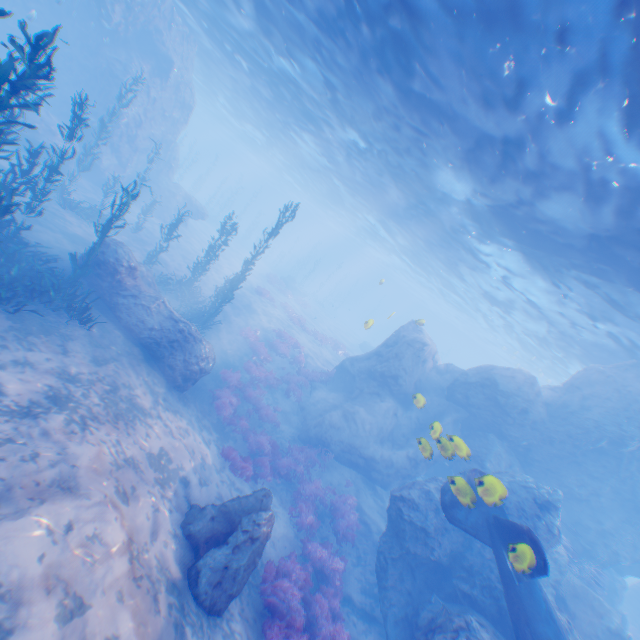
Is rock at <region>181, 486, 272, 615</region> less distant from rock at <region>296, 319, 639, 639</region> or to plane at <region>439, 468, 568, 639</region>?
rock at <region>296, 319, 639, 639</region>

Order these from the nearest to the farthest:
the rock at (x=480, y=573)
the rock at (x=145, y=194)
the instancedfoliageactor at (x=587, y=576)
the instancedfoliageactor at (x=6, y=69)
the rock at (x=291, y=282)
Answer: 1. the instancedfoliageactor at (x=6, y=69)
2. the rock at (x=480, y=573)
3. the instancedfoliageactor at (x=587, y=576)
4. the rock at (x=145, y=194)
5. the rock at (x=291, y=282)

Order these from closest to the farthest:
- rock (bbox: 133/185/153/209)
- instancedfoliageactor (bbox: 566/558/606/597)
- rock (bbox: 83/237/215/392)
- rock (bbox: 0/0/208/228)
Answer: rock (bbox: 83/237/215/392)
instancedfoliageactor (bbox: 566/558/606/597)
rock (bbox: 0/0/208/228)
rock (bbox: 133/185/153/209)

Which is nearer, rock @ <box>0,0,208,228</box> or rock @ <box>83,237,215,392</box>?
rock @ <box>83,237,215,392</box>

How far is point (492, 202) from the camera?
13.76m

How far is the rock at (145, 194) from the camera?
26.31m

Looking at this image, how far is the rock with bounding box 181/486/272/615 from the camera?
6.7 meters

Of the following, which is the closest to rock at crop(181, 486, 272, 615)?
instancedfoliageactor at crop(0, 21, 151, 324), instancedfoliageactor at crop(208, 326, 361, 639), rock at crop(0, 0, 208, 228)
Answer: instancedfoliageactor at crop(208, 326, 361, 639)
